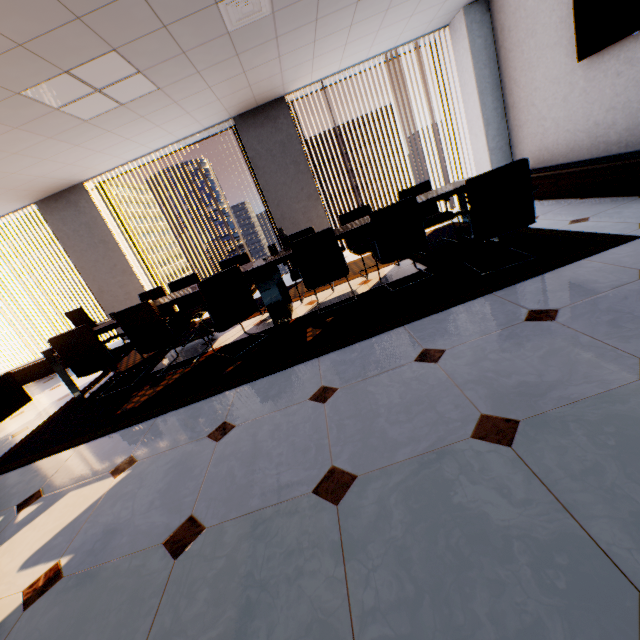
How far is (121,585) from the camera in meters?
1.4 m

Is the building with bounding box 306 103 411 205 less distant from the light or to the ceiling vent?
the light

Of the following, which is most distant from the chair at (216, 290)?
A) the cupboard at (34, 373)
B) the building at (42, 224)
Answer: the building at (42, 224)

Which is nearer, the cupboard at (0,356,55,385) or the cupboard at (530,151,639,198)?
the cupboard at (530,151,639,198)

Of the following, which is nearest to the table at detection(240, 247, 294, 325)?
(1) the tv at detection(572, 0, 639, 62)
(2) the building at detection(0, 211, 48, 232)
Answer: (1) the tv at detection(572, 0, 639, 62)

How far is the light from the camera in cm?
298

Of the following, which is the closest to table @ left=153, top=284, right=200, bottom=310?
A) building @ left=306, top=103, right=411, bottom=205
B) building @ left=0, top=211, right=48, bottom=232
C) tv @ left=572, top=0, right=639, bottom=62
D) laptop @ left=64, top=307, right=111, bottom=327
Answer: laptop @ left=64, top=307, right=111, bottom=327

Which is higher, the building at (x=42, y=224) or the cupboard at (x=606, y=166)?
the building at (x=42, y=224)
